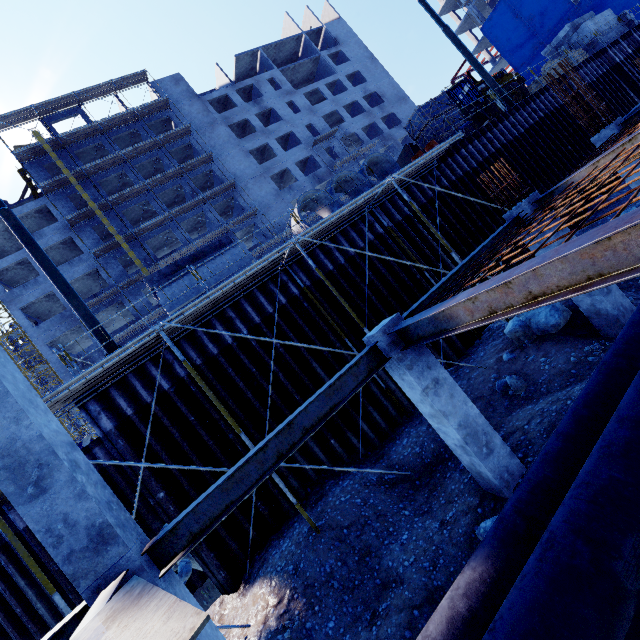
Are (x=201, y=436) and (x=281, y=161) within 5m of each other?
no

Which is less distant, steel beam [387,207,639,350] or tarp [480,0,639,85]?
steel beam [387,207,639,350]

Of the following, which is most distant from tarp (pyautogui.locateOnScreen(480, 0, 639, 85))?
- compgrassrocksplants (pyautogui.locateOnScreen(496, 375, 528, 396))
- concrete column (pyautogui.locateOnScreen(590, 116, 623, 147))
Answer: compgrassrocksplants (pyautogui.locateOnScreen(496, 375, 528, 396))

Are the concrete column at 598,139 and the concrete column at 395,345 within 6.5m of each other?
no

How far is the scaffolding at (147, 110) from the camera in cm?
3178

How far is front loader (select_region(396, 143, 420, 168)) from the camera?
18.7 meters

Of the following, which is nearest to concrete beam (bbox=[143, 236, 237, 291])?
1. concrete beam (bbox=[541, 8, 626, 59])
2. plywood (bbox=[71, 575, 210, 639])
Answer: plywood (bbox=[71, 575, 210, 639])
